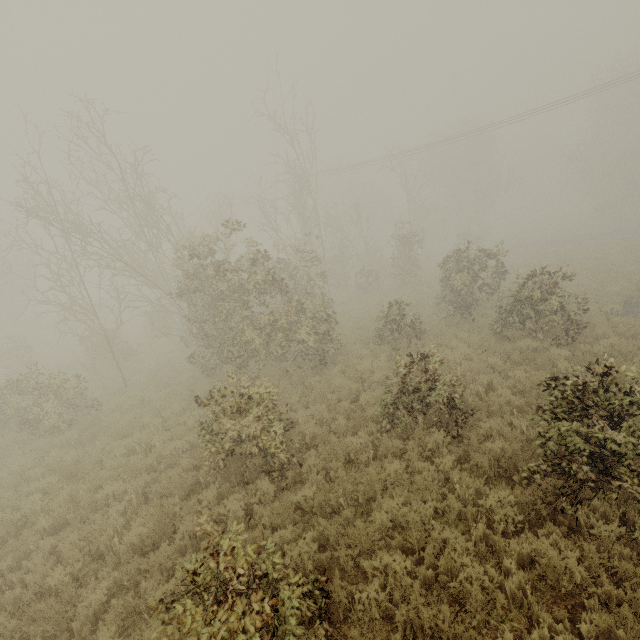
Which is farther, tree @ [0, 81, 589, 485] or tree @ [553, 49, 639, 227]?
tree @ [553, 49, 639, 227]

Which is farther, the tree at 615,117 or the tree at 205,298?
the tree at 615,117

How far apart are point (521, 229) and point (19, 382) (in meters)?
58.66
